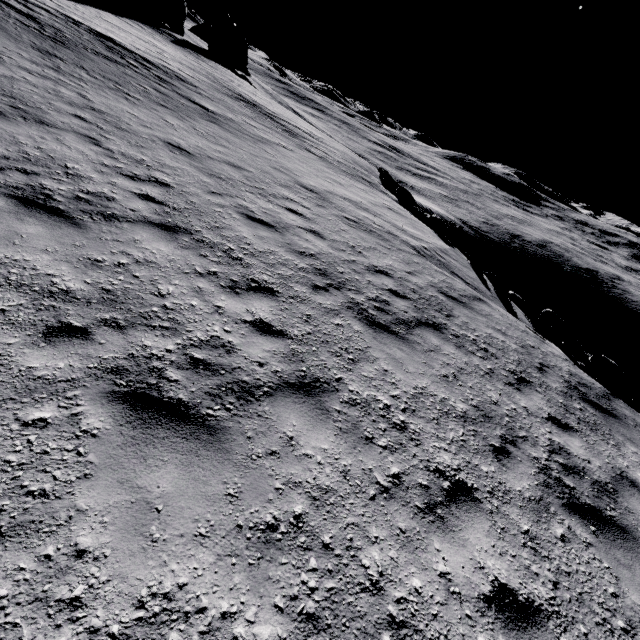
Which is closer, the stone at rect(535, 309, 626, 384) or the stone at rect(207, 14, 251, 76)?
the stone at rect(535, 309, 626, 384)

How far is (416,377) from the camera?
5.4m

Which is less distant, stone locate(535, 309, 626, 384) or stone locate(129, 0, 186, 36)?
stone locate(535, 309, 626, 384)

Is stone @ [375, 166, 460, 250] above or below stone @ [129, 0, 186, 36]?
below

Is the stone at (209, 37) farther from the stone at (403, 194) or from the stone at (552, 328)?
the stone at (552, 328)

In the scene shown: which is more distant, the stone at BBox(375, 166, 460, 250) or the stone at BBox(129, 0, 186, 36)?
the stone at BBox(129, 0, 186, 36)

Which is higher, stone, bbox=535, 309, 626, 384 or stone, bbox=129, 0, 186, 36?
stone, bbox=129, 0, 186, 36

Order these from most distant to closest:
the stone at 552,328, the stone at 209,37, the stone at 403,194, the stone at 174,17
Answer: the stone at 209,37
the stone at 174,17
the stone at 403,194
the stone at 552,328
